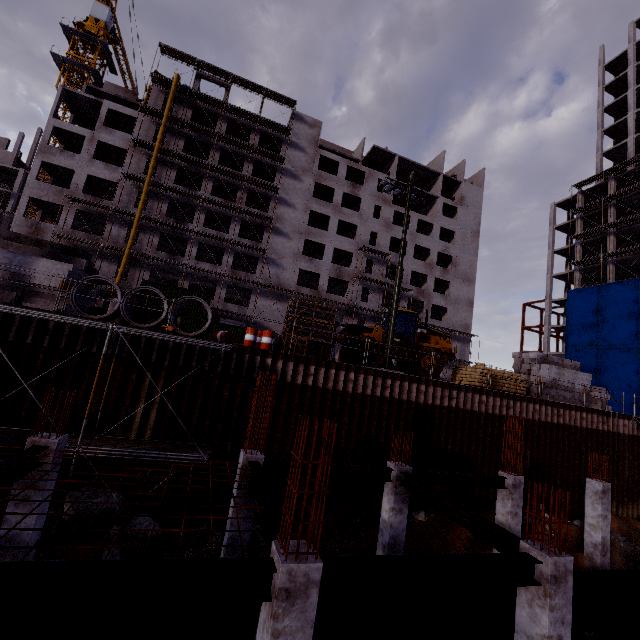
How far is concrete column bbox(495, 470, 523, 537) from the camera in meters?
11.8 m

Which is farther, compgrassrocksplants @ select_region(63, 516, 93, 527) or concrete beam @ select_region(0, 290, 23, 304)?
concrete beam @ select_region(0, 290, 23, 304)

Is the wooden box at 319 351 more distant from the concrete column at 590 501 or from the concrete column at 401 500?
the concrete column at 590 501

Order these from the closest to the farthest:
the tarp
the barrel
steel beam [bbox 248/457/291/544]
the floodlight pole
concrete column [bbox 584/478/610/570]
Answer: steel beam [bbox 248/457/291/544] < concrete column [bbox 584/478/610/570] < the barrel < the floodlight pole < the tarp

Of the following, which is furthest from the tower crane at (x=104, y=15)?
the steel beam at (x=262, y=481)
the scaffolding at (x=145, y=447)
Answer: the steel beam at (x=262, y=481)

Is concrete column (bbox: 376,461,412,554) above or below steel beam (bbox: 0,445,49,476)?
below

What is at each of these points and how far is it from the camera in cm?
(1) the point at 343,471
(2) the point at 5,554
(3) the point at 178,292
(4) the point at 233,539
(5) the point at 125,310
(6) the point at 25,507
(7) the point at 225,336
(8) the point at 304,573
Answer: (1) steel beam, 1014
(2) concrete column, 712
(3) cargo container, 3036
(4) concrete column, 866
(5) concrete pipe, 1293
(6) concrete column, 732
(7) barrel, 1435
(8) concrete column, 435

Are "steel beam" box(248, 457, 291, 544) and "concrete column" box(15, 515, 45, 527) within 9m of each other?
yes
